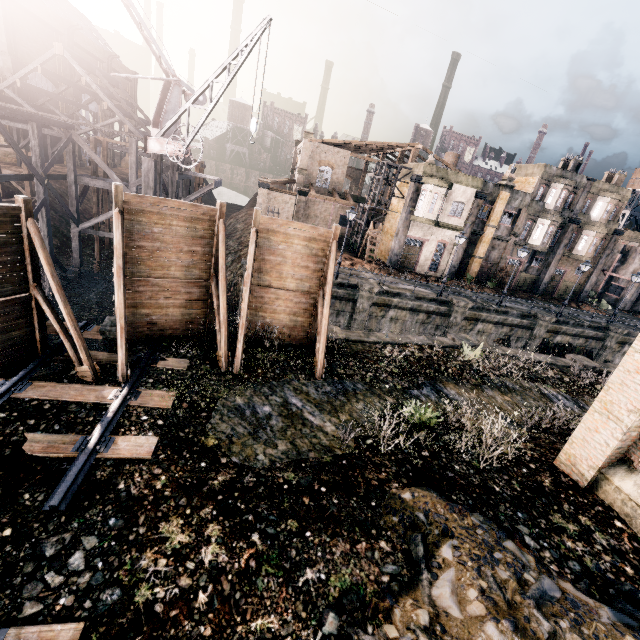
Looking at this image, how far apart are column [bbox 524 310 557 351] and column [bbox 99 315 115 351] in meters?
32.6

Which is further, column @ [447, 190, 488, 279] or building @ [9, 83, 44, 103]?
building @ [9, 83, 44, 103]

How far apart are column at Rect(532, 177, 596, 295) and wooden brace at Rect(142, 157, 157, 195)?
42.67m

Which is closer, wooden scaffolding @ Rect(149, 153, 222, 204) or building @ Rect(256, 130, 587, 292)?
wooden scaffolding @ Rect(149, 153, 222, 204)

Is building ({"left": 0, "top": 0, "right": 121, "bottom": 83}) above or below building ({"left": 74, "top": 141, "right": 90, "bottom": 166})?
above

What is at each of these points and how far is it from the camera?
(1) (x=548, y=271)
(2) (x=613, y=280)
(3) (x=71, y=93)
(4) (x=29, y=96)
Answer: (1) column, 39.4m
(2) building, 48.4m
(3) building, 45.8m
(4) building, 39.8m

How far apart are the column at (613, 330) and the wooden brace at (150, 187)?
40.8m

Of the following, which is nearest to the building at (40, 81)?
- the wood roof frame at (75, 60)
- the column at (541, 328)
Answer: the wood roof frame at (75, 60)
